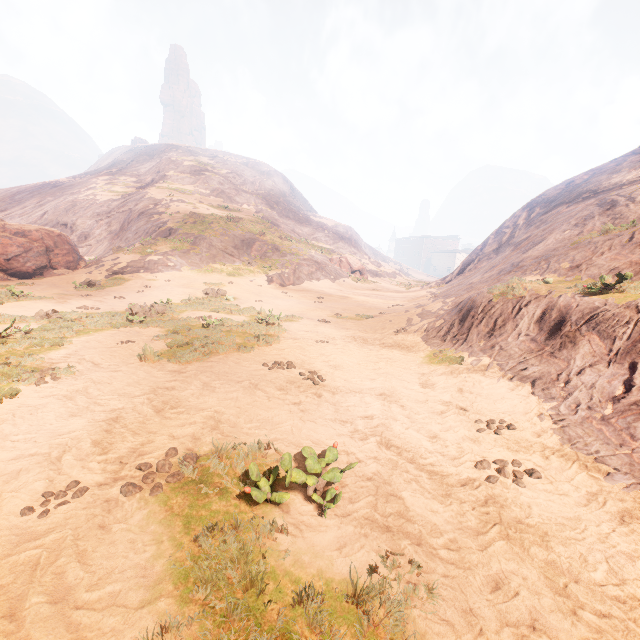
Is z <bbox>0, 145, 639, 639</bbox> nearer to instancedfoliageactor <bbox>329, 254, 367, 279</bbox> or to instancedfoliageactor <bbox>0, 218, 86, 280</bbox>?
instancedfoliageactor <bbox>329, 254, 367, 279</bbox>

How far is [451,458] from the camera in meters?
4.8

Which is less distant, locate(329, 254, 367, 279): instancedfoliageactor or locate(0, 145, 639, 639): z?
locate(0, 145, 639, 639): z

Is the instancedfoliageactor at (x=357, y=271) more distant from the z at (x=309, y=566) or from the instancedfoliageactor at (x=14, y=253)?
the instancedfoliageactor at (x=14, y=253)

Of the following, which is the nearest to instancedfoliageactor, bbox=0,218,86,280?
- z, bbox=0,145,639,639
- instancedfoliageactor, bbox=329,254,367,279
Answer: z, bbox=0,145,639,639
